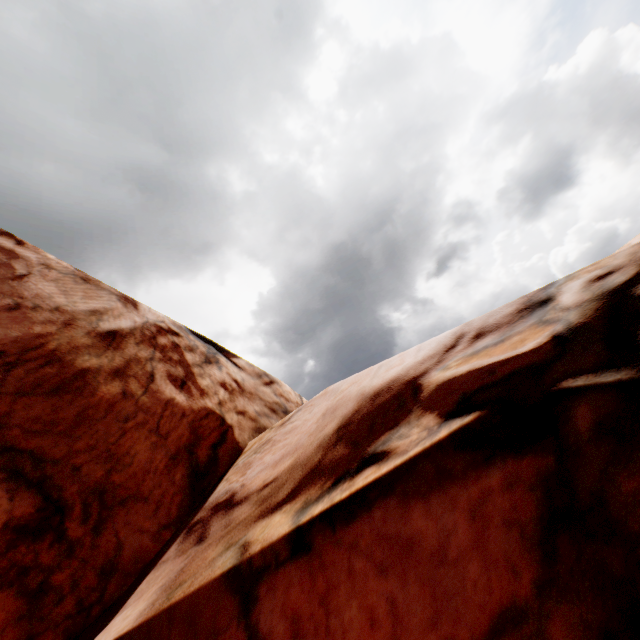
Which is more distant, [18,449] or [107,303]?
[107,303]
